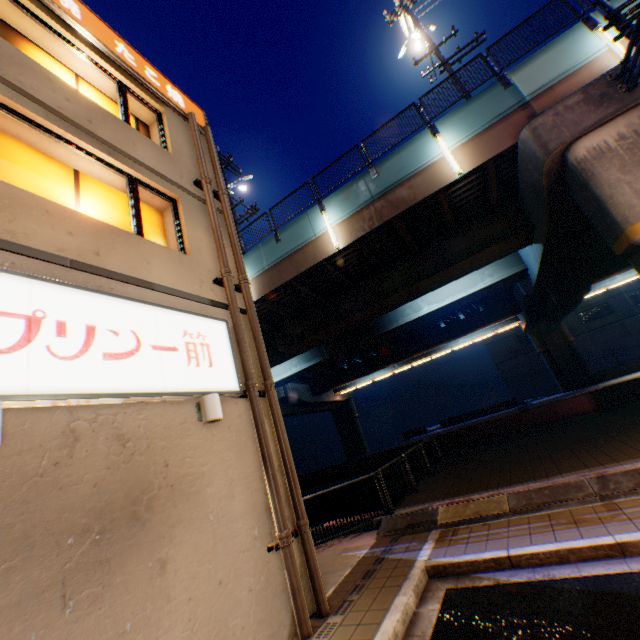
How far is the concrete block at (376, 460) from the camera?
18.8m

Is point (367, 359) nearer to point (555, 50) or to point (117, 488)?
point (555, 50)

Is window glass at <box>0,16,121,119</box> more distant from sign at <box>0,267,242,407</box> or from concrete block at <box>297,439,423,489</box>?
concrete block at <box>297,439,423,489</box>

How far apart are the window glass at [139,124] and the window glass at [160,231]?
1.5 meters

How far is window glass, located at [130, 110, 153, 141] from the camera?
8.0 meters

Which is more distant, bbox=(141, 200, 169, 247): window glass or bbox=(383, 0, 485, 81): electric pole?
bbox=(383, 0, 485, 81): electric pole

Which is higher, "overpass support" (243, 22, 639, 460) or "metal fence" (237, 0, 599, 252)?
"metal fence" (237, 0, 599, 252)

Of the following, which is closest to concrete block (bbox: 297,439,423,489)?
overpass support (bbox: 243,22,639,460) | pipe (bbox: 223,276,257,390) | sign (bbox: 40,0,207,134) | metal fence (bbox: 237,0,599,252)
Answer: overpass support (bbox: 243,22,639,460)
